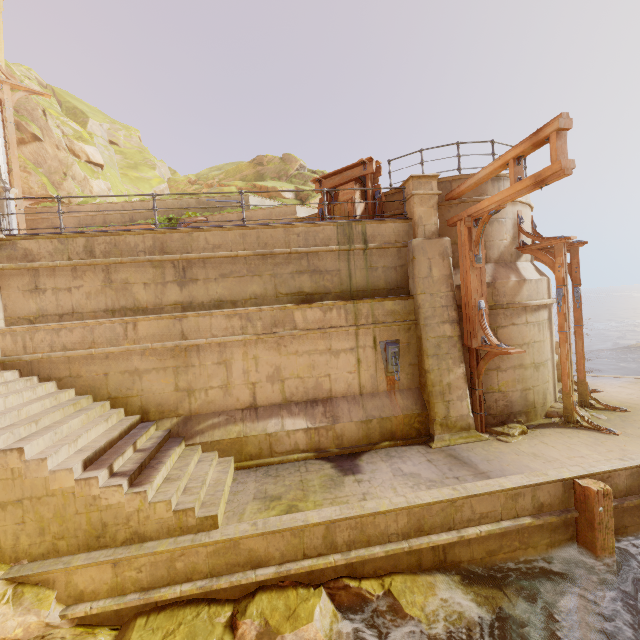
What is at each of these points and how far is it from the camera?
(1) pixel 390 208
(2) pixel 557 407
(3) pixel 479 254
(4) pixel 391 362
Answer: (1) building, 9.8 meters
(2) rubble, 9.2 meters
(3) wood, 8.0 meters
(4) metal chain, 8.4 meters

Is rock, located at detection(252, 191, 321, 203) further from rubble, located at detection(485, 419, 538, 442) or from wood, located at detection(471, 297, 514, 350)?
rubble, located at detection(485, 419, 538, 442)

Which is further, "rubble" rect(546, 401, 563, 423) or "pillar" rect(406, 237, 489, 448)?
"rubble" rect(546, 401, 563, 423)

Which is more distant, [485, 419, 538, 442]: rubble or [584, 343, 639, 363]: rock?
[584, 343, 639, 363]: rock

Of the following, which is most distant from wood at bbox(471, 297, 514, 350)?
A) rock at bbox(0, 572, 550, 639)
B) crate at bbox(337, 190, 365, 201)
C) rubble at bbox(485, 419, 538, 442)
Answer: rock at bbox(0, 572, 550, 639)

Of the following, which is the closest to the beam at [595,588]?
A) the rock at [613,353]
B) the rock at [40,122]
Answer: the rock at [40,122]

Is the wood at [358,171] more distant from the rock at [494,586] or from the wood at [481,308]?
the rock at [494,586]

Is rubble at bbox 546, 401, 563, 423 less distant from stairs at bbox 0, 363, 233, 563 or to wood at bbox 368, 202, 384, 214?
wood at bbox 368, 202, 384, 214
